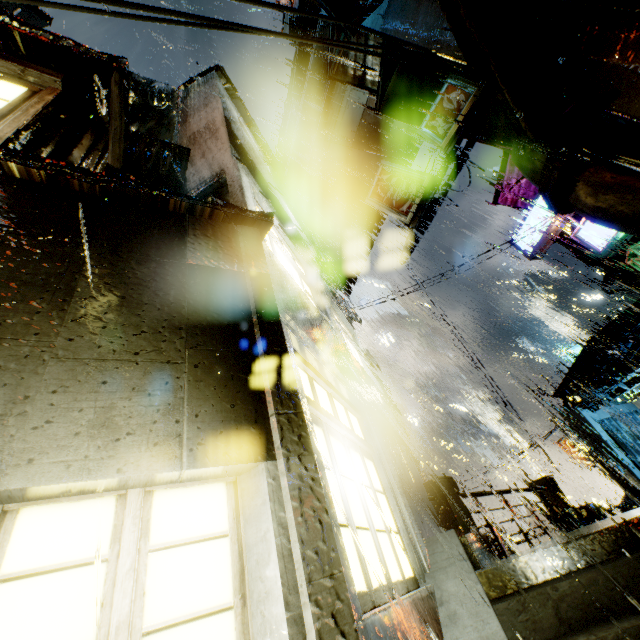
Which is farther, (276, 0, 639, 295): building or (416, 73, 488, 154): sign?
(416, 73, 488, 154): sign

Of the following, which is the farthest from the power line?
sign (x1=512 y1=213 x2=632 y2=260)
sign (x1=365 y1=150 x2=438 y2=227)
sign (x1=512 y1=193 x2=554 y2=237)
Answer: sign (x1=512 y1=193 x2=554 y2=237)

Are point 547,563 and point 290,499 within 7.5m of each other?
yes

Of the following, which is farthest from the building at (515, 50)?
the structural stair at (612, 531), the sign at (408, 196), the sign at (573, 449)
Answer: the sign at (408, 196)

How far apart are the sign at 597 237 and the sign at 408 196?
7.96m

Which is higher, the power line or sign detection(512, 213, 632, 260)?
sign detection(512, 213, 632, 260)

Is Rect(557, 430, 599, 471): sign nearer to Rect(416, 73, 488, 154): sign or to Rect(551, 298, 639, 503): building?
Rect(551, 298, 639, 503): building

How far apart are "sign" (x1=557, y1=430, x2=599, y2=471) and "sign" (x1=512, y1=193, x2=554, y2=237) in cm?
1303
